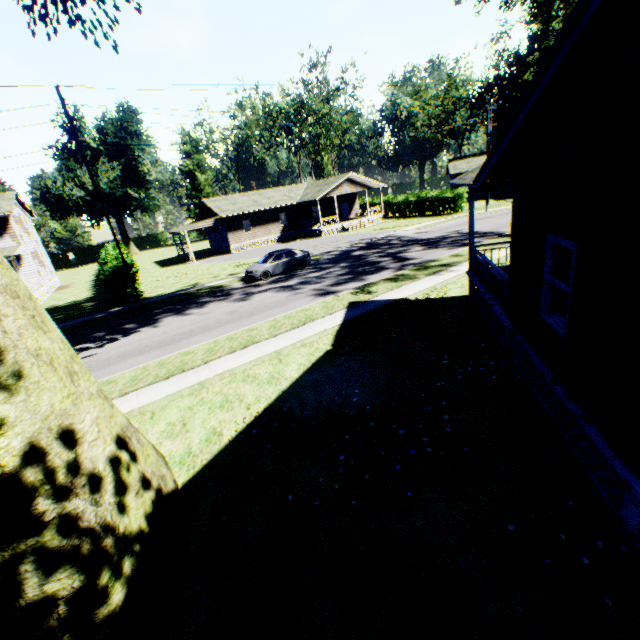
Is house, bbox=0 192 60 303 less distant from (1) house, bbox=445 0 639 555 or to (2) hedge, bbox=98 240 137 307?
(2) hedge, bbox=98 240 137 307

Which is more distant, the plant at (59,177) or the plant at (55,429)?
the plant at (59,177)

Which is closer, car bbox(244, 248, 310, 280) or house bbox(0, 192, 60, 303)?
car bbox(244, 248, 310, 280)

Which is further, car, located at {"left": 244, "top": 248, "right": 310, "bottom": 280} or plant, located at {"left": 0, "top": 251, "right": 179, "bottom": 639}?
car, located at {"left": 244, "top": 248, "right": 310, "bottom": 280}

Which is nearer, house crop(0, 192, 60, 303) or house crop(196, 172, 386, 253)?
house crop(0, 192, 60, 303)

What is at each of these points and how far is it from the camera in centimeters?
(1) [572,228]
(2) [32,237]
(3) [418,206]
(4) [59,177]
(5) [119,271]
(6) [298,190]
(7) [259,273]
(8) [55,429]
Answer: (1) house, 493cm
(2) house, 3438cm
(3) hedge, 4278cm
(4) plant, 5344cm
(5) hedge, 2134cm
(6) house, 4456cm
(7) car, 2194cm
(8) plant, 407cm

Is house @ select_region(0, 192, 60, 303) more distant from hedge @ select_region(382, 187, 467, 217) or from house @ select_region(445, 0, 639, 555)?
hedge @ select_region(382, 187, 467, 217)

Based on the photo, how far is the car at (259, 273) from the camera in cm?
2206
